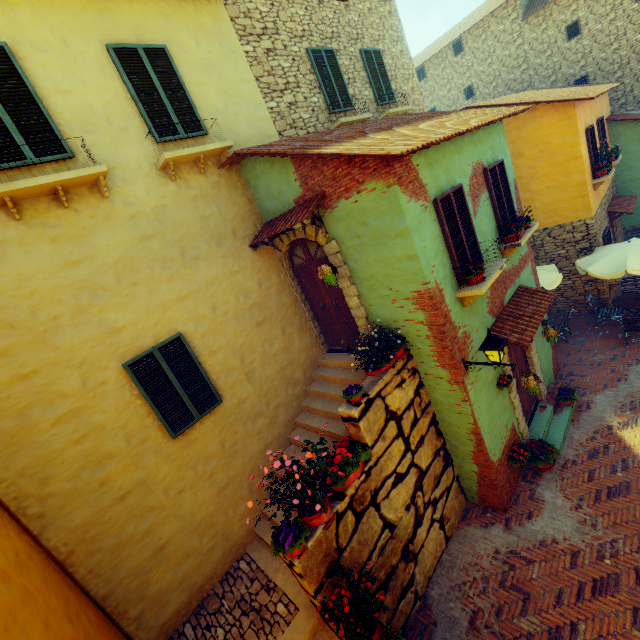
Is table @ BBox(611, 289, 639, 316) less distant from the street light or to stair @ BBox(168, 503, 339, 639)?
the street light

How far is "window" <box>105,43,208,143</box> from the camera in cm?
576

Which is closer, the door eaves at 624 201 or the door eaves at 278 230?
the door eaves at 278 230

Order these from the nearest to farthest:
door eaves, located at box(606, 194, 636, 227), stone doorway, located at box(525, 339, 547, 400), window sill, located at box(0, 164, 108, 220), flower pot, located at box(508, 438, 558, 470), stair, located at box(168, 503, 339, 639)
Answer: window sill, located at box(0, 164, 108, 220)
stair, located at box(168, 503, 339, 639)
flower pot, located at box(508, 438, 558, 470)
stone doorway, located at box(525, 339, 547, 400)
door eaves, located at box(606, 194, 636, 227)

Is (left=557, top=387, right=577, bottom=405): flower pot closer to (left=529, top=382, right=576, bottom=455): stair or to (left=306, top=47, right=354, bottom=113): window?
(left=529, top=382, right=576, bottom=455): stair

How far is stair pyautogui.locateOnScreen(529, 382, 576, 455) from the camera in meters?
8.0 m

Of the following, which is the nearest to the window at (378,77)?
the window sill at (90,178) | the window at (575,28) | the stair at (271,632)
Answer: the window at (575,28)

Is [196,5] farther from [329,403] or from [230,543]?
[230,543]
